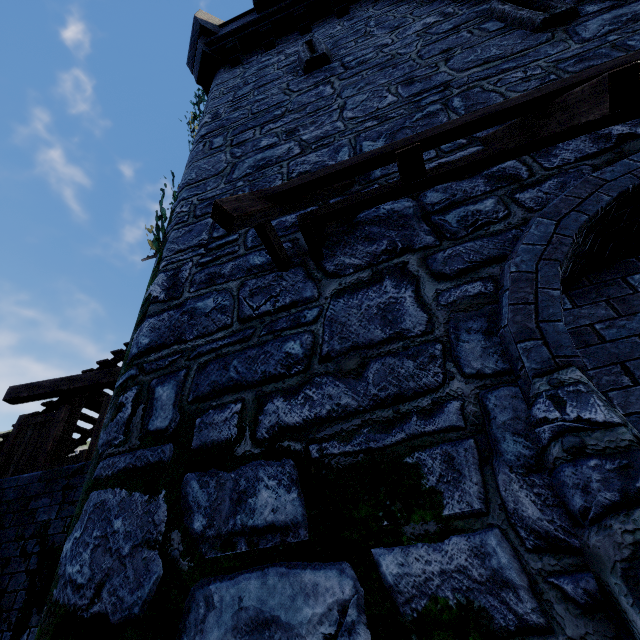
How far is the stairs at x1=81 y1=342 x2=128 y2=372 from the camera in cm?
814

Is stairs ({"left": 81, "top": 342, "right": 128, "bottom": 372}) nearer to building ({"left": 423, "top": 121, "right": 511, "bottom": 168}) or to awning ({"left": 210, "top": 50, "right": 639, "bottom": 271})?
building ({"left": 423, "top": 121, "right": 511, "bottom": 168})

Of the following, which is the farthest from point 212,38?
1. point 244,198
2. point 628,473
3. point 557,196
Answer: point 628,473

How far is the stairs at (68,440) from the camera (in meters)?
7.19

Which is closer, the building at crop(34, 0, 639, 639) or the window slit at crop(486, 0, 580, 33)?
the building at crop(34, 0, 639, 639)

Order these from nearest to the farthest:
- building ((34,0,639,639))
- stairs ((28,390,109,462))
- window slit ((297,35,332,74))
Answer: building ((34,0,639,639))
window slit ((297,35,332,74))
stairs ((28,390,109,462))

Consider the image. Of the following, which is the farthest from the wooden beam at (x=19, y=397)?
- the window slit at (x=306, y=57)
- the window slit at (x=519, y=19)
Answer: the window slit at (x=519, y=19)

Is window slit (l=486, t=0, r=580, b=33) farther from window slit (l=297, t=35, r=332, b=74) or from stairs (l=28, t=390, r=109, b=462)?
stairs (l=28, t=390, r=109, b=462)
